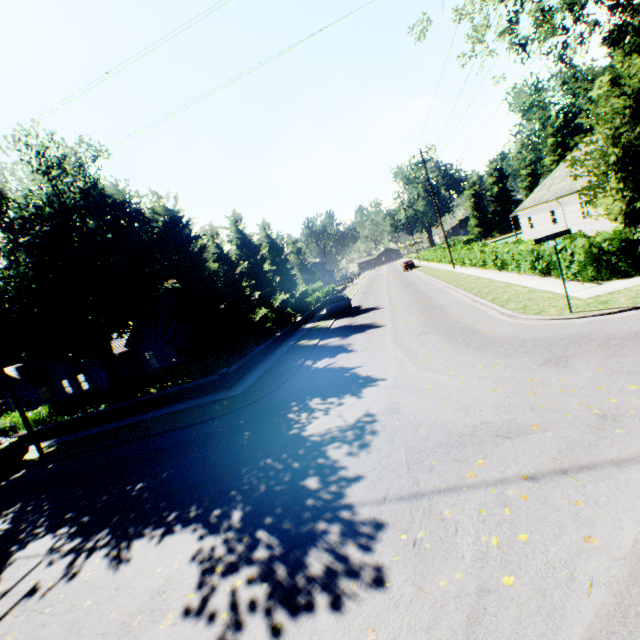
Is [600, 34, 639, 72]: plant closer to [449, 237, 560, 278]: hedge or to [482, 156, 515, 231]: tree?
[482, 156, 515, 231]: tree

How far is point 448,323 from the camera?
13.7m

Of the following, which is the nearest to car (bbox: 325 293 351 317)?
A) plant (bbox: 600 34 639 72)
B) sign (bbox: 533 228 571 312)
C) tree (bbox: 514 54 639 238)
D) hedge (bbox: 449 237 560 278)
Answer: tree (bbox: 514 54 639 238)

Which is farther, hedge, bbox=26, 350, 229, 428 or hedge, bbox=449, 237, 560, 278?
hedge, bbox=26, 350, 229, 428

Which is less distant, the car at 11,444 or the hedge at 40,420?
the car at 11,444

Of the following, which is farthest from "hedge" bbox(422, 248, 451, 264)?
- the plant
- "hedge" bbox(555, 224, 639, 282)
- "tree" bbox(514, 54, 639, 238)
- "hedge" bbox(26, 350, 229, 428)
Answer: "hedge" bbox(555, 224, 639, 282)

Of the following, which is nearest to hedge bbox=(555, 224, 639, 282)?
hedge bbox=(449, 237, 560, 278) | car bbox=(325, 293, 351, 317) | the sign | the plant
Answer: hedge bbox=(449, 237, 560, 278)

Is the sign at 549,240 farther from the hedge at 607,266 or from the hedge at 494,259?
the hedge at 494,259
